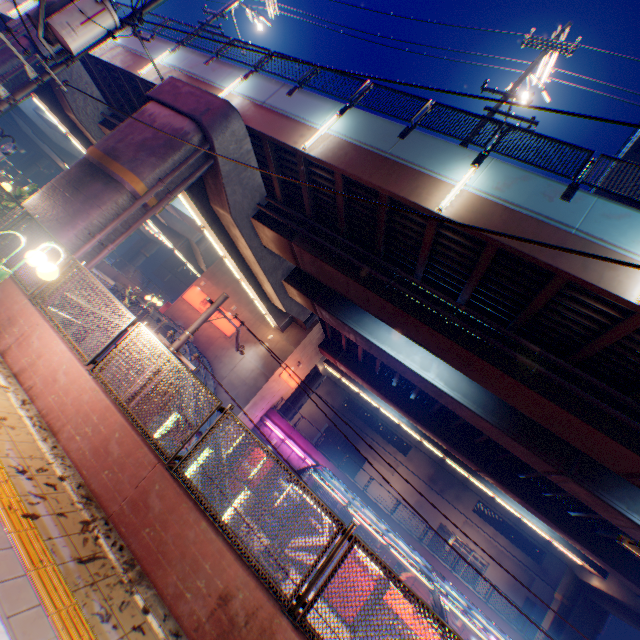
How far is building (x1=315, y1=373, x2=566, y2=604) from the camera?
37.0 meters

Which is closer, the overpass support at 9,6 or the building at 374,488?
the overpass support at 9,6

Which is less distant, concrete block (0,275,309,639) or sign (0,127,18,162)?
concrete block (0,275,309,639)

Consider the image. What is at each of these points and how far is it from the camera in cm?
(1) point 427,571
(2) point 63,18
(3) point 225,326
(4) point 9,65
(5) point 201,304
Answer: (1) canopy, 1524
(2) electric pole, 829
(3) sign, 2742
(4) overpass support, 1619
(5) sign, 2875

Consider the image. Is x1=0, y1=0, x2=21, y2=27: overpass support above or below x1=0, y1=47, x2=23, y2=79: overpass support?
above

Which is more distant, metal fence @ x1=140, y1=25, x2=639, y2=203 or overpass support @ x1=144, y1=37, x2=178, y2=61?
overpass support @ x1=144, y1=37, x2=178, y2=61

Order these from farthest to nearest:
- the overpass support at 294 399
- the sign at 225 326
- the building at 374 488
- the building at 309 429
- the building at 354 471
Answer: the building at 309 429 → the building at 354 471 → the building at 374 488 → the overpass support at 294 399 → the sign at 225 326

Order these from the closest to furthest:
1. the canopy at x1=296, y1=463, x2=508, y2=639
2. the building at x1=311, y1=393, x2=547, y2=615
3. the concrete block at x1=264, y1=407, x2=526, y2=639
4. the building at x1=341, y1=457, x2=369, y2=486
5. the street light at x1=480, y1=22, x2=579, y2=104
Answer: the street light at x1=480, y1=22, x2=579, y2=104
the canopy at x1=296, y1=463, x2=508, y2=639
the concrete block at x1=264, y1=407, x2=526, y2=639
the building at x1=311, y1=393, x2=547, y2=615
the building at x1=341, y1=457, x2=369, y2=486
